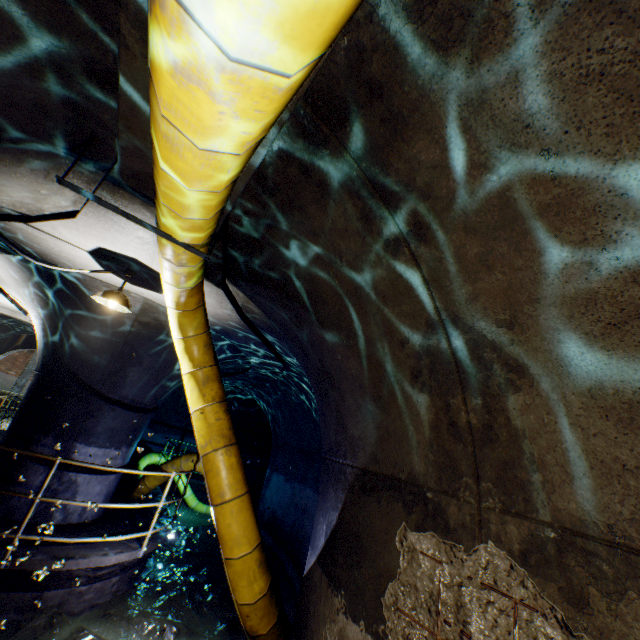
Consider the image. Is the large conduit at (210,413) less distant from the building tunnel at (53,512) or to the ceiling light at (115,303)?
the building tunnel at (53,512)

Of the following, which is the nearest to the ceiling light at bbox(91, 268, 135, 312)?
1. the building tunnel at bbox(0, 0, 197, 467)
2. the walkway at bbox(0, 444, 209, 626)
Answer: the building tunnel at bbox(0, 0, 197, 467)

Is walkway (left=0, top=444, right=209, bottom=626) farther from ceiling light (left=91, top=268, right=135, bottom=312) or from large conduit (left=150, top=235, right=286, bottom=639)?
ceiling light (left=91, top=268, right=135, bottom=312)

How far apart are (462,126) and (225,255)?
2.51m

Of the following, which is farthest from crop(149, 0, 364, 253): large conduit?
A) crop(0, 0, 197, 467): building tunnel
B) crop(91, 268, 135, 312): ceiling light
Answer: crop(91, 268, 135, 312): ceiling light

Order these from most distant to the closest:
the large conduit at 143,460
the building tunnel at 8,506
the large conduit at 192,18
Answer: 1. the large conduit at 143,460
2. the building tunnel at 8,506
3. the large conduit at 192,18

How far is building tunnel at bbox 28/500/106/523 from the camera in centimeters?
530cm
